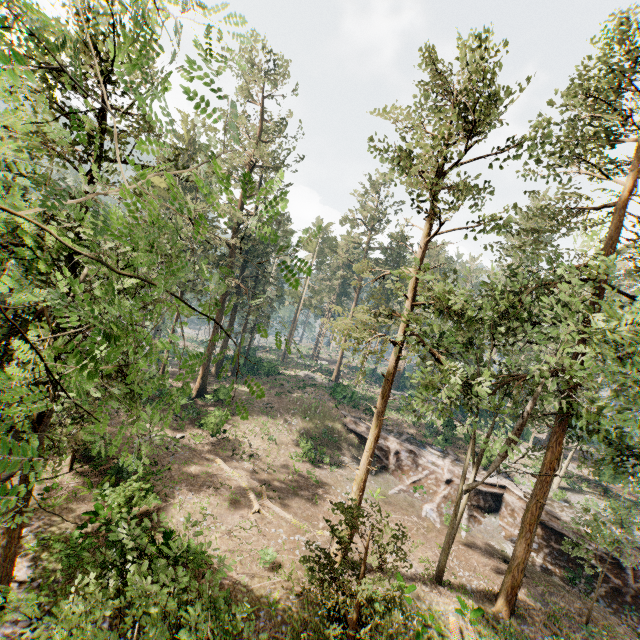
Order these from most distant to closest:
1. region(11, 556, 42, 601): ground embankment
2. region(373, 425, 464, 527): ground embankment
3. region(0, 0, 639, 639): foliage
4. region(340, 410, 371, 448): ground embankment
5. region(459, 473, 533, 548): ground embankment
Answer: region(340, 410, 371, 448): ground embankment → region(373, 425, 464, 527): ground embankment → region(459, 473, 533, 548): ground embankment → region(11, 556, 42, 601): ground embankment → region(0, 0, 639, 639): foliage

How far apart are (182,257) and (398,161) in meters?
11.5

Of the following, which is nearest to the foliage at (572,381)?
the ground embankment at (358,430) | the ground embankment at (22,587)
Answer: the ground embankment at (22,587)

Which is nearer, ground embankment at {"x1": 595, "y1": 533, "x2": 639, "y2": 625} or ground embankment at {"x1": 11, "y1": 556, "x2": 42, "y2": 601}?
ground embankment at {"x1": 11, "y1": 556, "x2": 42, "y2": 601}

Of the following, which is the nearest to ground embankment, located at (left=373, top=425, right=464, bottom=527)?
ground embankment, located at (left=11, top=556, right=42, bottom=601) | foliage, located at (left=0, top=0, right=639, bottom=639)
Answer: foliage, located at (left=0, top=0, right=639, bottom=639)

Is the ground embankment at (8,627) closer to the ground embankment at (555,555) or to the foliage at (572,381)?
the foliage at (572,381)

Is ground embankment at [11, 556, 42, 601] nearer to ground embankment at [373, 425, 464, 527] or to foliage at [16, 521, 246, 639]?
foliage at [16, 521, 246, 639]
